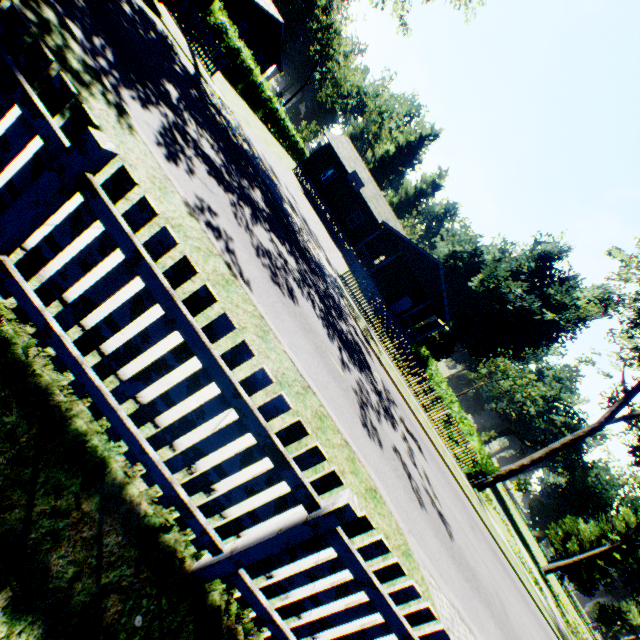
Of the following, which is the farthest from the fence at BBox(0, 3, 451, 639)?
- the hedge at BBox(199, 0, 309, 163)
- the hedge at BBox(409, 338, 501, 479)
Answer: the hedge at BBox(409, 338, 501, 479)

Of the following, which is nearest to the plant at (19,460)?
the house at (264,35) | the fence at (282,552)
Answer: the fence at (282,552)

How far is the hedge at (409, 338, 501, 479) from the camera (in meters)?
18.69

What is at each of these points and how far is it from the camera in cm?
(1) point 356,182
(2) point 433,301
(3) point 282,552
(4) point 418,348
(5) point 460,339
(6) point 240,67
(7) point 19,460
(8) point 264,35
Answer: (1) basketball hoop, 3005
(2) house, 2803
(3) fence, 217
(4) hedge, 3988
(5) plant, 5331
(6) hedge, 2542
(7) plant, 173
(8) house, 3162

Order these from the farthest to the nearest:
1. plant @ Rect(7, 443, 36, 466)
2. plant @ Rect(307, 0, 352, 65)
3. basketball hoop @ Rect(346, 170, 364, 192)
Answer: plant @ Rect(307, 0, 352, 65) → basketball hoop @ Rect(346, 170, 364, 192) → plant @ Rect(7, 443, 36, 466)

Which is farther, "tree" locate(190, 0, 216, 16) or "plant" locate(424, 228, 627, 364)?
"plant" locate(424, 228, 627, 364)

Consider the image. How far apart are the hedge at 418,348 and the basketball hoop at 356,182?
19.0 meters

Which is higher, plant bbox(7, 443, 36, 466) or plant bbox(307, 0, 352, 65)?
plant bbox(307, 0, 352, 65)
